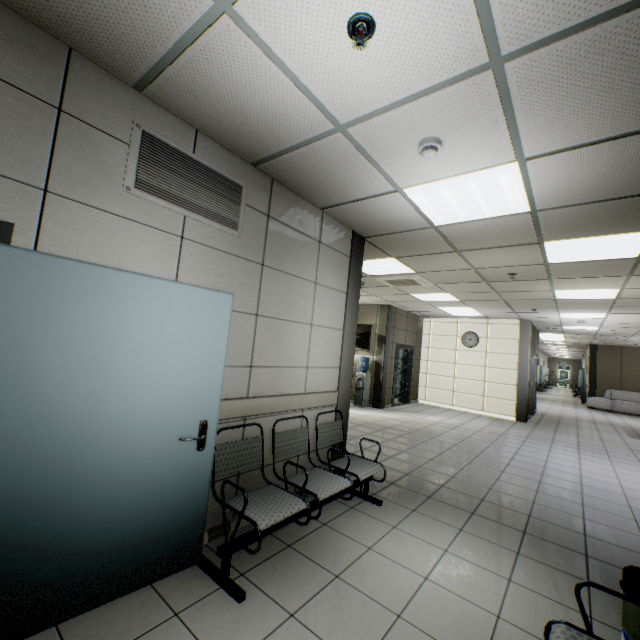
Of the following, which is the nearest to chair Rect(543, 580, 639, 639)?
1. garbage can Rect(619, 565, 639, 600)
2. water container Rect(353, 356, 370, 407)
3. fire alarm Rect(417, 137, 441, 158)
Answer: garbage can Rect(619, 565, 639, 600)

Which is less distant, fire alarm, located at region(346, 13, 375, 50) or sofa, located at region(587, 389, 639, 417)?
fire alarm, located at region(346, 13, 375, 50)

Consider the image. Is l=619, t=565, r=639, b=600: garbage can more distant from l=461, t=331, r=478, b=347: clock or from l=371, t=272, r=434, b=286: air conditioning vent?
l=461, t=331, r=478, b=347: clock

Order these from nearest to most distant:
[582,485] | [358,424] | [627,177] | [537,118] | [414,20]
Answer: [414,20], [537,118], [627,177], [582,485], [358,424]

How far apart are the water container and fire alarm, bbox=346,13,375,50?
8.9m

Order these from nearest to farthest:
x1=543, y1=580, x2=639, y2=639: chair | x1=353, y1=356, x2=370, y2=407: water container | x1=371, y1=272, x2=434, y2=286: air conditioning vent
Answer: x1=543, y1=580, x2=639, y2=639: chair → x1=371, y1=272, x2=434, y2=286: air conditioning vent → x1=353, y1=356, x2=370, y2=407: water container

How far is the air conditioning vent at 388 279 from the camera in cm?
620

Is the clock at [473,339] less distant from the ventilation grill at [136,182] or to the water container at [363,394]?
the water container at [363,394]
